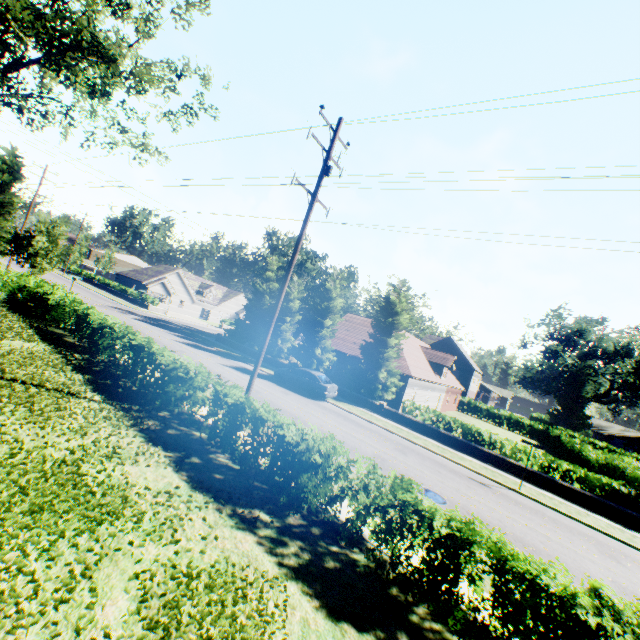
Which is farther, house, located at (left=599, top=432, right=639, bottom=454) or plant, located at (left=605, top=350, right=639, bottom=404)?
house, located at (left=599, top=432, right=639, bottom=454)

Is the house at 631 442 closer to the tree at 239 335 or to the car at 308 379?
the tree at 239 335

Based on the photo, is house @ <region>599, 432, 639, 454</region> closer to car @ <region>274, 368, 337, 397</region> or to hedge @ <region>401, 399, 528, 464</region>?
hedge @ <region>401, 399, 528, 464</region>

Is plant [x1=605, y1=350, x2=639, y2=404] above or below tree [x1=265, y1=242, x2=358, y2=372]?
above

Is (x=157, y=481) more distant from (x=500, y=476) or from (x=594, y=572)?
(x=500, y=476)

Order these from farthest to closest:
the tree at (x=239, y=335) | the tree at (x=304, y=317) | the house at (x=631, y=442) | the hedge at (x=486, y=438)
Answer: the house at (x=631, y=442), the tree at (x=239, y=335), the tree at (x=304, y=317), the hedge at (x=486, y=438)

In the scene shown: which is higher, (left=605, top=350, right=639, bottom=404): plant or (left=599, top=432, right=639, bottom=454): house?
(left=605, top=350, right=639, bottom=404): plant

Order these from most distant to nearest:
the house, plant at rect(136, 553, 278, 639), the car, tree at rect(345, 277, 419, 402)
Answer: the house → tree at rect(345, 277, 419, 402) → the car → plant at rect(136, 553, 278, 639)
